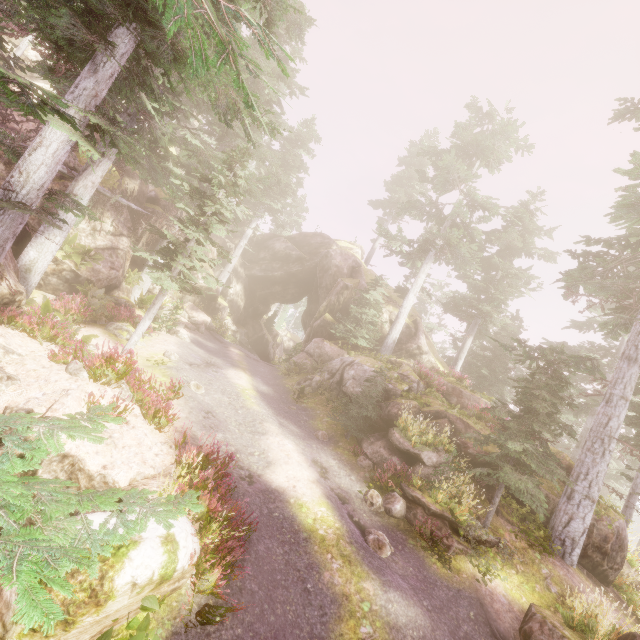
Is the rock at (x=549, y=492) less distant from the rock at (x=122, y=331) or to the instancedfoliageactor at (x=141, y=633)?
the instancedfoliageactor at (x=141, y=633)

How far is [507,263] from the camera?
26.2m

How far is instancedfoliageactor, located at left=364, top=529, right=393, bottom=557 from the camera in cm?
849

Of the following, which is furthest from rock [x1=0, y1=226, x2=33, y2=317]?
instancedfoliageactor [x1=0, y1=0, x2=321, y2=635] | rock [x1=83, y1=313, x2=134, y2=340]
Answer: rock [x1=83, y1=313, x2=134, y2=340]

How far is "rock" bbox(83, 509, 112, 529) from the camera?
4.7m

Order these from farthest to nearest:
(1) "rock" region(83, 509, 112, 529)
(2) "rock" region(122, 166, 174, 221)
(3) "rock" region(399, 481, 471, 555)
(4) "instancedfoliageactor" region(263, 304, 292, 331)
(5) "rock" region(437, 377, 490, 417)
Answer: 1. (4) "instancedfoliageactor" region(263, 304, 292, 331)
2. (2) "rock" region(122, 166, 174, 221)
3. (5) "rock" region(437, 377, 490, 417)
4. (3) "rock" region(399, 481, 471, 555)
5. (1) "rock" region(83, 509, 112, 529)

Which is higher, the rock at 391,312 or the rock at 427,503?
the rock at 391,312
